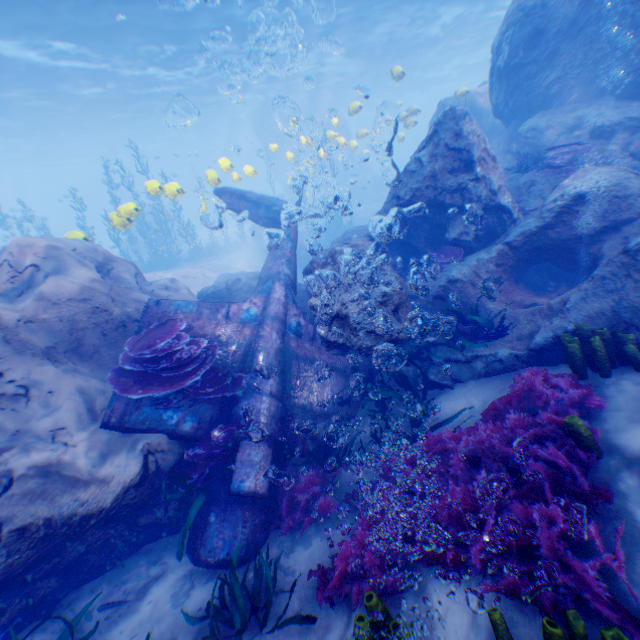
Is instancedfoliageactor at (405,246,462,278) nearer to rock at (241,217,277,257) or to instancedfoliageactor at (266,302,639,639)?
rock at (241,217,277,257)

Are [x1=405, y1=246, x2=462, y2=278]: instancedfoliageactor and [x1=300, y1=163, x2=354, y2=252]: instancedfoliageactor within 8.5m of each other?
no

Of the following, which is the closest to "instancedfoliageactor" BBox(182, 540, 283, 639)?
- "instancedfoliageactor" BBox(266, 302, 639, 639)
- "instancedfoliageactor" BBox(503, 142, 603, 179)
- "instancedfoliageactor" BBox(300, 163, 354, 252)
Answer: "instancedfoliageactor" BBox(266, 302, 639, 639)

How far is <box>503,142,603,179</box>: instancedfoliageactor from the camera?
7.81m

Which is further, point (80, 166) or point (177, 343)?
point (80, 166)

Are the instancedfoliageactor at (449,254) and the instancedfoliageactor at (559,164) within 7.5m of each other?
yes

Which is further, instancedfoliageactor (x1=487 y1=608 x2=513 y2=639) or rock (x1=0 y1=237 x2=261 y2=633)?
rock (x1=0 y1=237 x2=261 y2=633)

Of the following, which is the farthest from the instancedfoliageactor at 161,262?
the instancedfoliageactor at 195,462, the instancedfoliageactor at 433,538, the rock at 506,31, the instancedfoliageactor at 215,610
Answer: the instancedfoliageactor at 215,610
